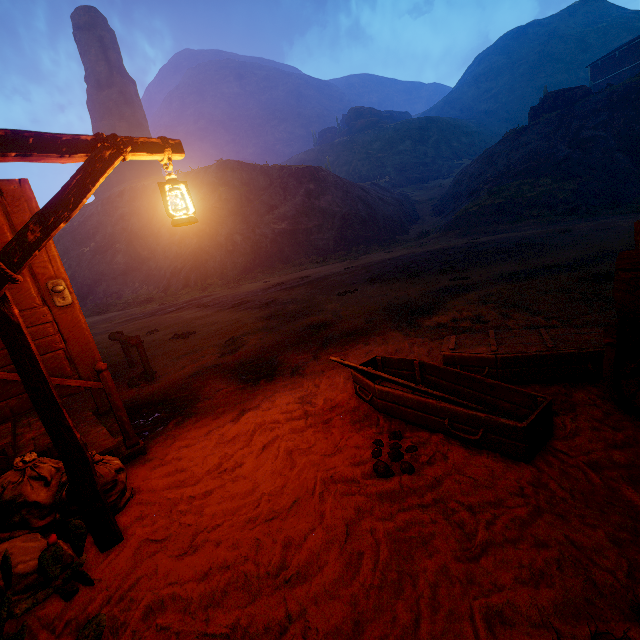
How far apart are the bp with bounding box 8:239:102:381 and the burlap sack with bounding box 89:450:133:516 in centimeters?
51cm

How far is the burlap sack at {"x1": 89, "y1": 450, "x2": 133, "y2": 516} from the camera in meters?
2.8 m

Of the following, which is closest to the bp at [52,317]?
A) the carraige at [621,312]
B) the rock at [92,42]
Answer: the carraige at [621,312]

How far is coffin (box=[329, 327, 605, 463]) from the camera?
2.5m

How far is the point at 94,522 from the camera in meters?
2.5

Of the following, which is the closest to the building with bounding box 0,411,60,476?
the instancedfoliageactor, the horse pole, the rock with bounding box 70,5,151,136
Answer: the horse pole

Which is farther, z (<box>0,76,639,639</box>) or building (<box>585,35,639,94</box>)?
building (<box>585,35,639,94</box>)

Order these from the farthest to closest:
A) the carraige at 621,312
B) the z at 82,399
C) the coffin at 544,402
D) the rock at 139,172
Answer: the rock at 139,172 < the z at 82,399 < the coffin at 544,402 < the carraige at 621,312
